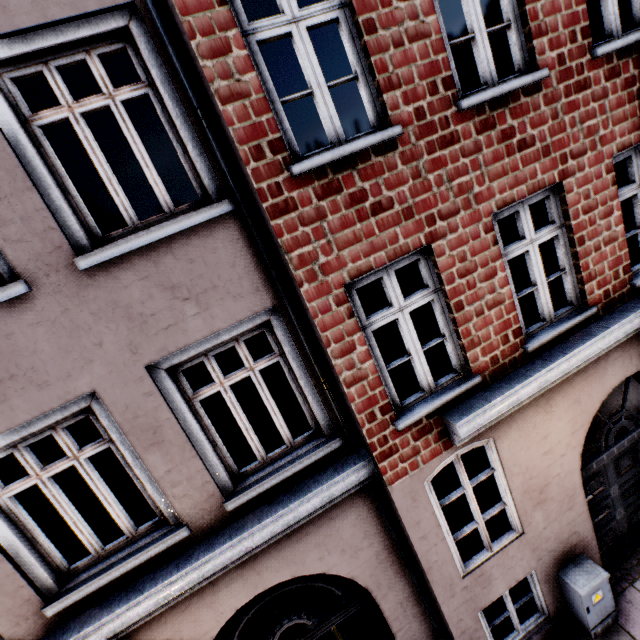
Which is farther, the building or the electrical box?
the electrical box

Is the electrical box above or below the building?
below

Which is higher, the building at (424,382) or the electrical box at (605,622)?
the building at (424,382)

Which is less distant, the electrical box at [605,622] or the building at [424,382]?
the building at [424,382]

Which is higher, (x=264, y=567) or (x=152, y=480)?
(x=152, y=480)
